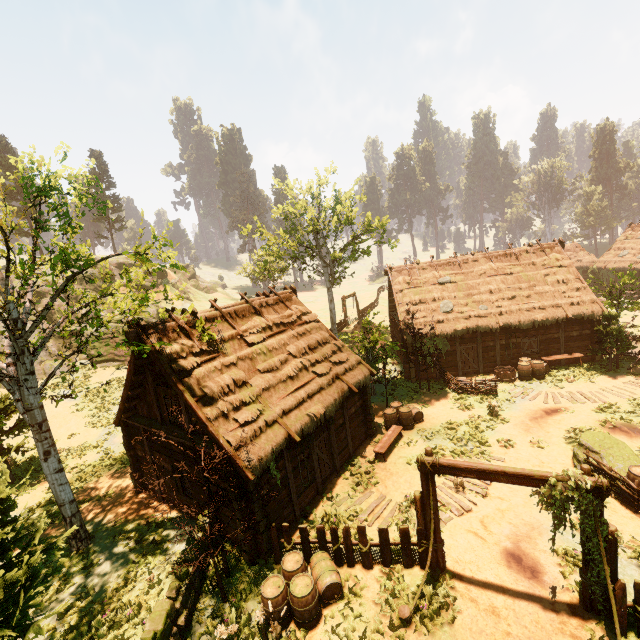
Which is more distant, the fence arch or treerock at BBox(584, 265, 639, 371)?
treerock at BBox(584, 265, 639, 371)

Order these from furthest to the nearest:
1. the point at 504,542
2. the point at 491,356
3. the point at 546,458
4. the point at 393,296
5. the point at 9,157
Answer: the point at 393,296 < the point at 491,356 < the point at 546,458 < the point at 9,157 < the point at 504,542

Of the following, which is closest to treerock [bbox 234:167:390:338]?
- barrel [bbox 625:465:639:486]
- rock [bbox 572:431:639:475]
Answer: barrel [bbox 625:465:639:486]

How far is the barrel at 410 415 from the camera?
16.3 meters

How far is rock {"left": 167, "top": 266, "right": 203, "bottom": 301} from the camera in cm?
5219

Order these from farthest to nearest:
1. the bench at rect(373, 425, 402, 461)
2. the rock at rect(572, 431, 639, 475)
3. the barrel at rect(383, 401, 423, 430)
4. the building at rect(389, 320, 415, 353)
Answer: the building at rect(389, 320, 415, 353), the barrel at rect(383, 401, 423, 430), the bench at rect(373, 425, 402, 461), the rock at rect(572, 431, 639, 475)

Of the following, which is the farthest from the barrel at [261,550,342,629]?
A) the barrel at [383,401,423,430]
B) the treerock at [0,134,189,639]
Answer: the barrel at [383,401,423,430]

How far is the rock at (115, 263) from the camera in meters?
41.4
